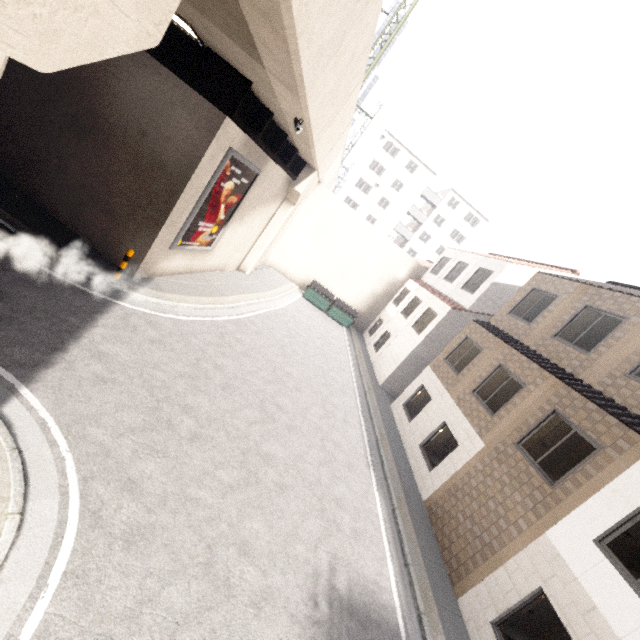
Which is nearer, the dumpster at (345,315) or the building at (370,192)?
the dumpster at (345,315)

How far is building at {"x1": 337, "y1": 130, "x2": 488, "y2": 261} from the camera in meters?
44.8

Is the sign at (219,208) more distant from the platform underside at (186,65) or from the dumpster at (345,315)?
the dumpster at (345,315)

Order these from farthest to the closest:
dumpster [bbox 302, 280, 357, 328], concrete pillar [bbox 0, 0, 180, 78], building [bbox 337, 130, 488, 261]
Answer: building [bbox 337, 130, 488, 261] → dumpster [bbox 302, 280, 357, 328] → concrete pillar [bbox 0, 0, 180, 78]

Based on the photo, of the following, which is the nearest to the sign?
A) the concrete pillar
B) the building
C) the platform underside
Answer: the platform underside

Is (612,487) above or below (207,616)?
above

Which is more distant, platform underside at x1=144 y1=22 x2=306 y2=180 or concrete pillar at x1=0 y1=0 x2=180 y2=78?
platform underside at x1=144 y1=22 x2=306 y2=180

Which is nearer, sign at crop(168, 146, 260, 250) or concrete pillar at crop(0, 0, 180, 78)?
concrete pillar at crop(0, 0, 180, 78)
